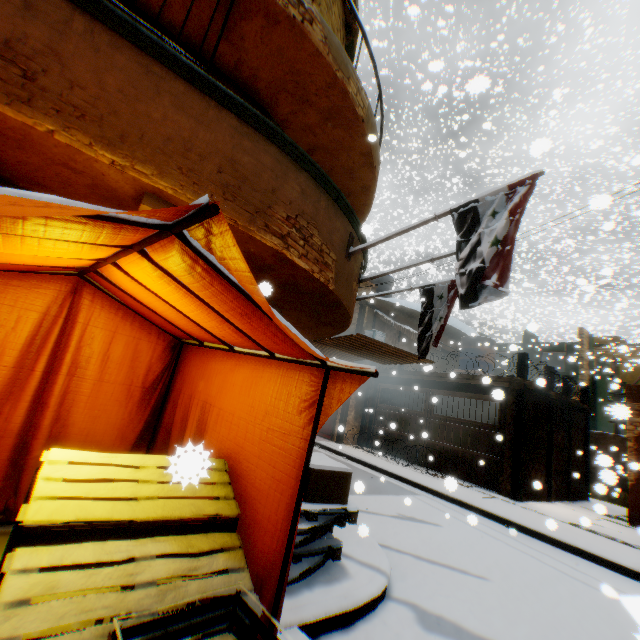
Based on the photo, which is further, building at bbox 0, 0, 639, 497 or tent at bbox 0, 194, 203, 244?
building at bbox 0, 0, 639, 497

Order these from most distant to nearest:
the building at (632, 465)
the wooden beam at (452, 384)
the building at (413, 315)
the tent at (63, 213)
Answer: the building at (413, 315), the wooden beam at (452, 384), the building at (632, 465), the tent at (63, 213)

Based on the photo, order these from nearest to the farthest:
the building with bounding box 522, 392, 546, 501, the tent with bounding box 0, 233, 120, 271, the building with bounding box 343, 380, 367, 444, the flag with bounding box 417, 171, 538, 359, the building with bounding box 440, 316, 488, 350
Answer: the tent with bounding box 0, 233, 120, 271 < the flag with bounding box 417, 171, 538, 359 < the building with bounding box 522, 392, 546, 501 < the building with bounding box 343, 380, 367, 444 < the building with bounding box 440, 316, 488, 350

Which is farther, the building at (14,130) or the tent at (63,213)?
the building at (14,130)

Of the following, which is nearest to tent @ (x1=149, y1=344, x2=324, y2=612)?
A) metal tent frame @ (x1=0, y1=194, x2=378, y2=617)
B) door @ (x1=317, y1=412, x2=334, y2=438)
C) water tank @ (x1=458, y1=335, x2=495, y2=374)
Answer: metal tent frame @ (x1=0, y1=194, x2=378, y2=617)

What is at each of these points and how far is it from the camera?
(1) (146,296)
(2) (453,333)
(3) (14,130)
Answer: (1) tent, 2.8 meters
(2) building, 20.0 meters
(3) building, 2.6 meters

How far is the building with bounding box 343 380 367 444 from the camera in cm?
1491

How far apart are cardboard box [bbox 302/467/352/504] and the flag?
1.1 meters
